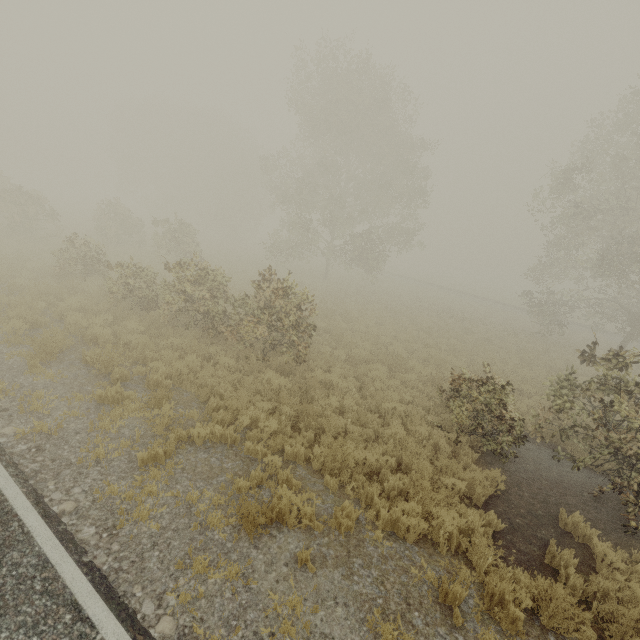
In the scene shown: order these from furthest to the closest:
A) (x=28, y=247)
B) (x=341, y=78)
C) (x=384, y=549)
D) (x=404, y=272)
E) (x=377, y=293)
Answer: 1. (x=404, y=272)
2. (x=377, y=293)
3. (x=341, y=78)
4. (x=28, y=247)
5. (x=384, y=549)
